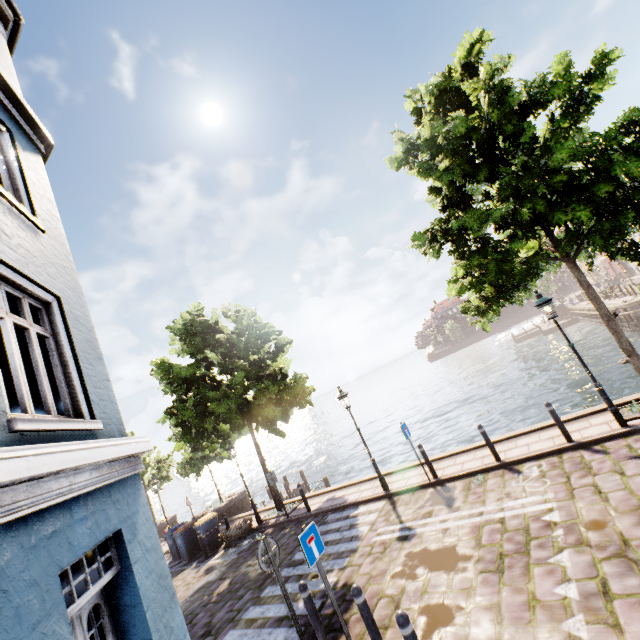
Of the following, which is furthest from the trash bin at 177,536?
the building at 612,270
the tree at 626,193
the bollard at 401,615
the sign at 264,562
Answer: the building at 612,270

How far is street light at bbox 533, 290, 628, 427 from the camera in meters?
8.0 m

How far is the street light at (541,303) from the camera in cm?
800

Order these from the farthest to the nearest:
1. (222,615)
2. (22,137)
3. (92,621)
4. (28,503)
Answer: (222,615), (22,137), (92,621), (28,503)

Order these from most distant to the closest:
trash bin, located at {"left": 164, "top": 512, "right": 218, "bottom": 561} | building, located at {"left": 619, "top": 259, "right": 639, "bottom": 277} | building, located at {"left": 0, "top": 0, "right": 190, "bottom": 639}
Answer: building, located at {"left": 619, "top": 259, "right": 639, "bottom": 277} < trash bin, located at {"left": 164, "top": 512, "right": 218, "bottom": 561} < building, located at {"left": 0, "top": 0, "right": 190, "bottom": 639}

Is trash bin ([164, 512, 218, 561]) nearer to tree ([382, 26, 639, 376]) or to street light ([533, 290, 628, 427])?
tree ([382, 26, 639, 376])

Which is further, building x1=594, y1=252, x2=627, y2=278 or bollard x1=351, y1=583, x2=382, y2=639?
building x1=594, y1=252, x2=627, y2=278

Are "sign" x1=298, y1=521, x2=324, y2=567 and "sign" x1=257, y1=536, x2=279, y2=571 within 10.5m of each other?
yes
